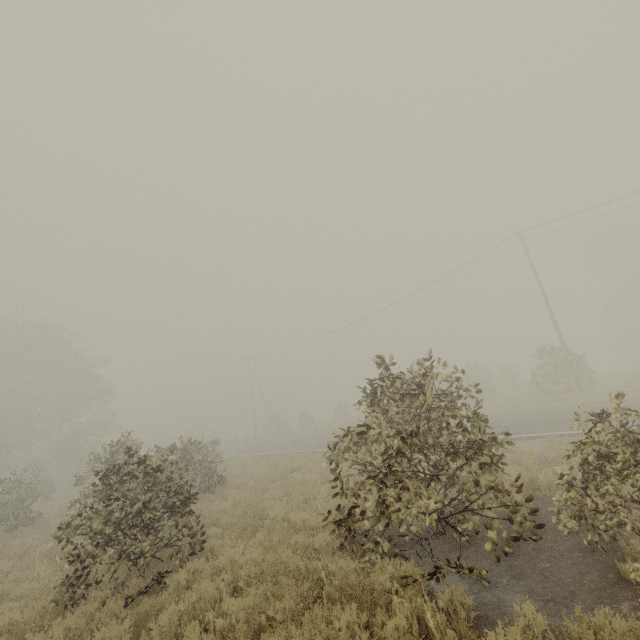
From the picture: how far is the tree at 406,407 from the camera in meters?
5.2 m

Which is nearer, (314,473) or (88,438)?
(314,473)

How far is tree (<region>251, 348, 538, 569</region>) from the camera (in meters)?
5.23
